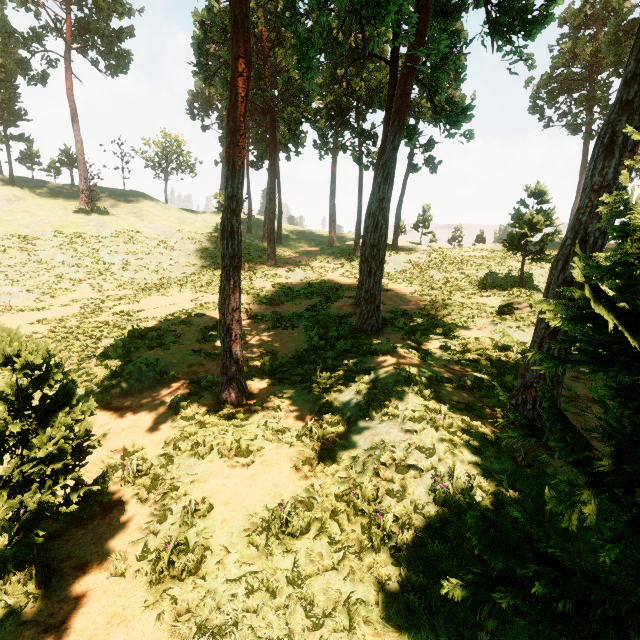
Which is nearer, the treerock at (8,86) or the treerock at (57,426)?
the treerock at (57,426)

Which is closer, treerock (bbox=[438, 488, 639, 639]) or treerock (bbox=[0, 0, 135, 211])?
treerock (bbox=[438, 488, 639, 639])

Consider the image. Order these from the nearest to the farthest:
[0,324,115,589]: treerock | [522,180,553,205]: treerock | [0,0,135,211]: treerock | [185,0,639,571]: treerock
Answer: [185,0,639,571]: treerock
[0,324,115,589]: treerock
[522,180,553,205]: treerock
[0,0,135,211]: treerock

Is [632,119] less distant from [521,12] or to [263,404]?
[521,12]

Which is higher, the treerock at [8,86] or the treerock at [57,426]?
the treerock at [8,86]

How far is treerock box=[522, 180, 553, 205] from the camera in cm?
1869
